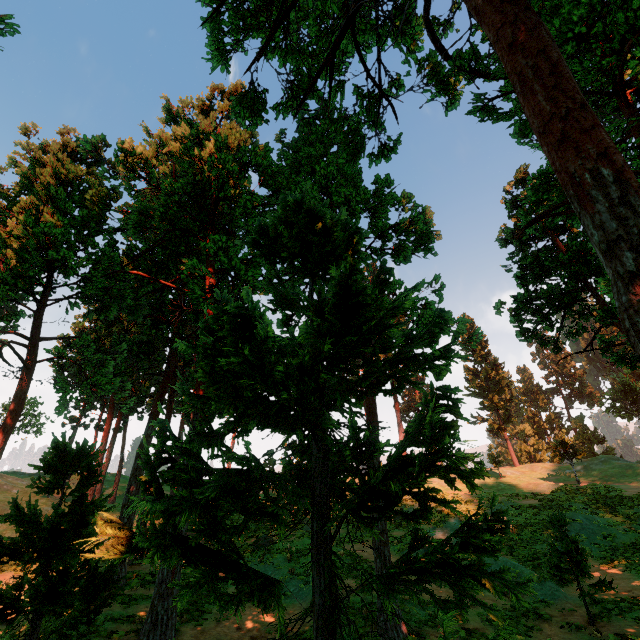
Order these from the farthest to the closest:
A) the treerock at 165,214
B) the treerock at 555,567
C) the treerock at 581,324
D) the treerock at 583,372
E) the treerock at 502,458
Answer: the treerock at 583,372
the treerock at 502,458
the treerock at 581,324
the treerock at 555,567
the treerock at 165,214

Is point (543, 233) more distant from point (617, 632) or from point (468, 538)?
point (468, 538)

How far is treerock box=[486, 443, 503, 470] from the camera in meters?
36.8

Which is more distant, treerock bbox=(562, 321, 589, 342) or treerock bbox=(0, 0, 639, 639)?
treerock bbox=(562, 321, 589, 342)

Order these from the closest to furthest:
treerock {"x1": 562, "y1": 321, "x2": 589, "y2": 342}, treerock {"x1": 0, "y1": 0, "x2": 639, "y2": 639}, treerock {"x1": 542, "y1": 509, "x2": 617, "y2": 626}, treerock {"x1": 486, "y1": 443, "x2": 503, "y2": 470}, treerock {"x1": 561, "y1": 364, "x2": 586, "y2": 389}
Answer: treerock {"x1": 0, "y1": 0, "x2": 639, "y2": 639}
treerock {"x1": 542, "y1": 509, "x2": 617, "y2": 626}
treerock {"x1": 562, "y1": 321, "x2": 589, "y2": 342}
treerock {"x1": 486, "y1": 443, "x2": 503, "y2": 470}
treerock {"x1": 561, "y1": 364, "x2": 586, "y2": 389}

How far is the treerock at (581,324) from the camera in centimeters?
2020cm

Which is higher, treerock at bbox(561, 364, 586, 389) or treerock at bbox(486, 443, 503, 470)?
treerock at bbox(561, 364, 586, 389)

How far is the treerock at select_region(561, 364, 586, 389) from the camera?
57.9m
